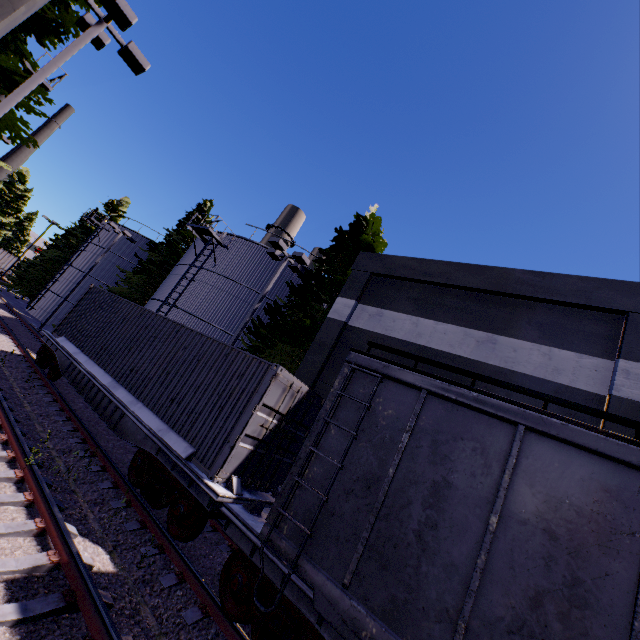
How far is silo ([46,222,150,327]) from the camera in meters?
30.8

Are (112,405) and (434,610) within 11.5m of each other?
yes

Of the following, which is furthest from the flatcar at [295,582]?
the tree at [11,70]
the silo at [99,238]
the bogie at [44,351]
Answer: the silo at [99,238]

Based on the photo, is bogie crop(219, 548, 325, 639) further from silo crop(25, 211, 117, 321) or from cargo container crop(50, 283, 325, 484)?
silo crop(25, 211, 117, 321)

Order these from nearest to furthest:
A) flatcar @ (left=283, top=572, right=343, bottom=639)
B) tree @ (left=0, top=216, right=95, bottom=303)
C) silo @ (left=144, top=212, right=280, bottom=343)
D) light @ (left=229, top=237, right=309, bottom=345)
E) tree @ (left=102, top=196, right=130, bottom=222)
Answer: flatcar @ (left=283, top=572, right=343, bottom=639), light @ (left=229, top=237, right=309, bottom=345), silo @ (left=144, top=212, right=280, bottom=343), tree @ (left=0, top=216, right=95, bottom=303), tree @ (left=102, top=196, right=130, bottom=222)

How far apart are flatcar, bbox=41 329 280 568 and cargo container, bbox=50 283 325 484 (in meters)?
0.01

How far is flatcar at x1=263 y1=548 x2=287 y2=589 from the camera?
4.73m

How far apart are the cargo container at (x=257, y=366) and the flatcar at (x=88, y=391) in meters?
0.0 m
